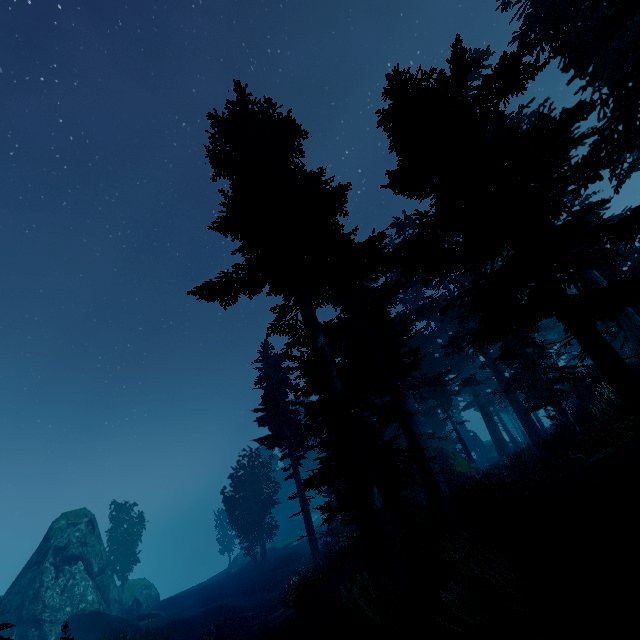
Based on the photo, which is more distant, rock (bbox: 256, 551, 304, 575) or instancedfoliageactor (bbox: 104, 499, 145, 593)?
instancedfoliageactor (bbox: 104, 499, 145, 593)

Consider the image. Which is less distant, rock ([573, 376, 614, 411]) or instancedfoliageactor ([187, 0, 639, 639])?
instancedfoliageactor ([187, 0, 639, 639])

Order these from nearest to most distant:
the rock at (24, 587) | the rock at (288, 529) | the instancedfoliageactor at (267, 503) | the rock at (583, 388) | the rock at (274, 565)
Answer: the rock at (583, 388), the rock at (24, 587), the rock at (274, 565), the instancedfoliageactor at (267, 503), the rock at (288, 529)

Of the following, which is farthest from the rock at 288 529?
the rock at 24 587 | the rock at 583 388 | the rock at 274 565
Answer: the rock at 583 388

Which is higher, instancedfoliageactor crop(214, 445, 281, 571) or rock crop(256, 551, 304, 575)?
instancedfoliageactor crop(214, 445, 281, 571)

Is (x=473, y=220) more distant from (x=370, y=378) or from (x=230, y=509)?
(x=230, y=509)

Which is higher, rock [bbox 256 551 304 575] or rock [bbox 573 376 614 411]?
rock [bbox 573 376 614 411]

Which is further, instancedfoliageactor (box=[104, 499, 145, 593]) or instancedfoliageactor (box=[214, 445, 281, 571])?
instancedfoliageactor (box=[104, 499, 145, 593])
